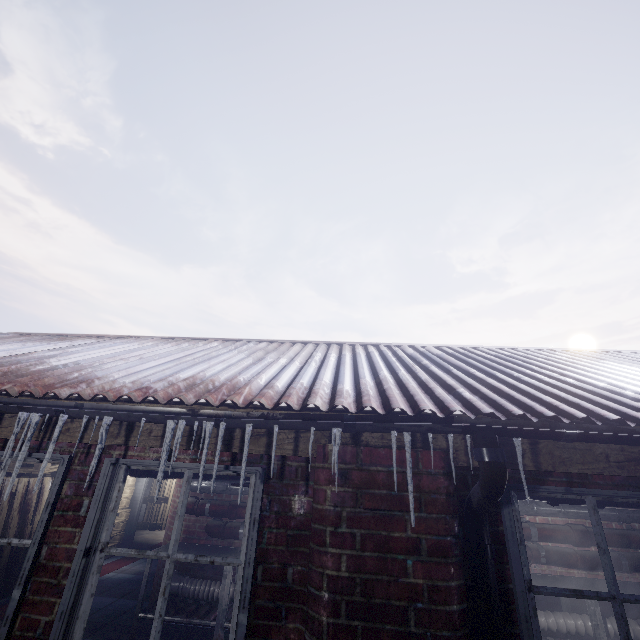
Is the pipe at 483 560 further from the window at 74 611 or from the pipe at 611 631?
the pipe at 611 631

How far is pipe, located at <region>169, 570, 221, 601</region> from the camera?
3.91m

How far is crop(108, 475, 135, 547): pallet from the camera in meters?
6.7

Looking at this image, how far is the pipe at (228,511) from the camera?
4.2m

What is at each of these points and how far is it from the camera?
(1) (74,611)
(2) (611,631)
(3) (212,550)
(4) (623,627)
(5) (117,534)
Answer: (1) window, 1.53m
(2) pipe, 3.57m
(3) table, 4.11m
(4) window, 1.39m
(5) pallet, 6.65m

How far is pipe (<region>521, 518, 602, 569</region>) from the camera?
3.9 meters

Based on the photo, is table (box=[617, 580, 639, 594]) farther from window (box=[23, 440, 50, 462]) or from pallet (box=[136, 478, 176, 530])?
pallet (box=[136, 478, 176, 530])

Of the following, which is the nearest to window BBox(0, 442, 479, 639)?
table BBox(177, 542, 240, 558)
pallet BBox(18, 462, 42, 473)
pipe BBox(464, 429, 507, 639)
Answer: pipe BBox(464, 429, 507, 639)
